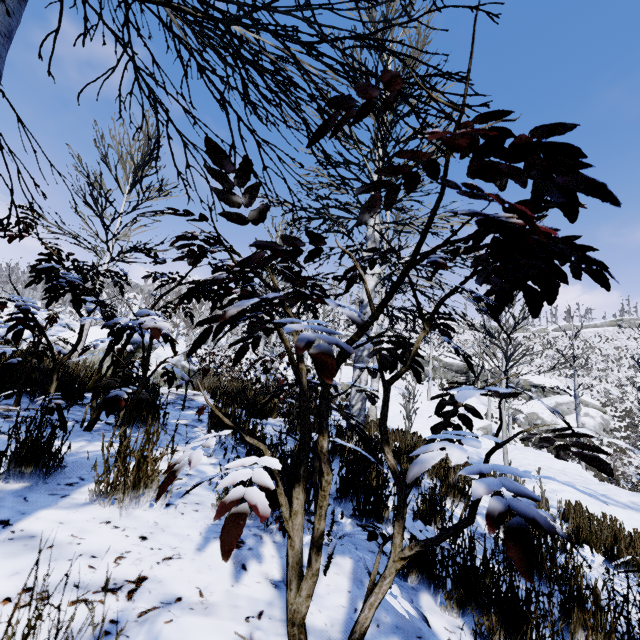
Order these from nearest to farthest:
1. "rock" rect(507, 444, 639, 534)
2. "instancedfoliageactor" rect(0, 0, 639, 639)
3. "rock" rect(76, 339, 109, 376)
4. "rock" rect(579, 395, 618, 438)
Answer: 1. "instancedfoliageactor" rect(0, 0, 639, 639)
2. "rock" rect(76, 339, 109, 376)
3. "rock" rect(507, 444, 639, 534)
4. "rock" rect(579, 395, 618, 438)

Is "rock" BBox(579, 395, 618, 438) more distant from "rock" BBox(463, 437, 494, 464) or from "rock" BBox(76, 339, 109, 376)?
"rock" BBox(76, 339, 109, 376)

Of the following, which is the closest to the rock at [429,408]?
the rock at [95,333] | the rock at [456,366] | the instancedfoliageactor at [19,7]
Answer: the instancedfoliageactor at [19,7]

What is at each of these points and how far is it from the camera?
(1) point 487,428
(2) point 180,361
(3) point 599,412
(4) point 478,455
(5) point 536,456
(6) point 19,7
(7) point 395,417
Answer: (1) rock, 17.0m
(2) rock, 8.4m
(3) rock, 29.0m
(4) rock, 10.4m
(5) rock, 11.0m
(6) instancedfoliageactor, 1.0m
(7) rock, 15.5m

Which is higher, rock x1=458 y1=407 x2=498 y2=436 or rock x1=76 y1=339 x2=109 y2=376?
rock x1=76 y1=339 x2=109 y2=376

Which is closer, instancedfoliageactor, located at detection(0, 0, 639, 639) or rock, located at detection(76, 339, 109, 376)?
instancedfoliageactor, located at detection(0, 0, 639, 639)

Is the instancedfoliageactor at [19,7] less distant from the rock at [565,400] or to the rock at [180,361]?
the rock at [180,361]

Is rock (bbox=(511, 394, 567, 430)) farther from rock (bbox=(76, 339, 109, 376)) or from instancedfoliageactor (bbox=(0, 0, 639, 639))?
rock (bbox=(76, 339, 109, 376))
